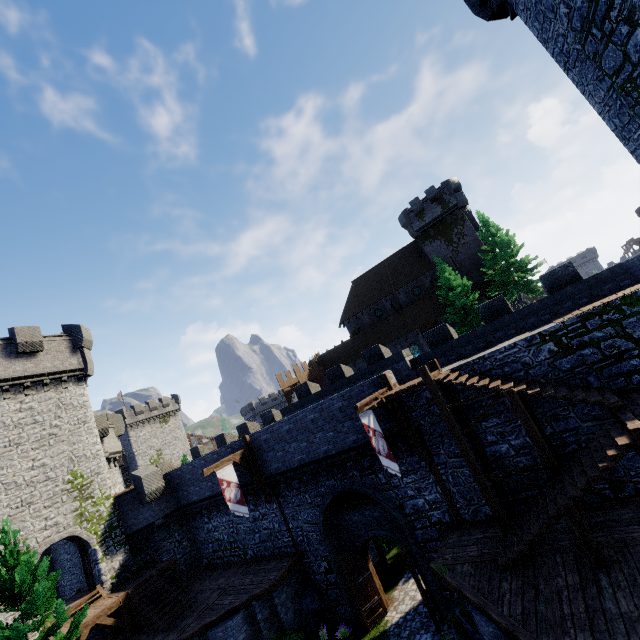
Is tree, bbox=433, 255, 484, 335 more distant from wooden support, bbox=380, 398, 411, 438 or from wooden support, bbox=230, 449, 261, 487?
wooden support, bbox=230, 449, 261, 487

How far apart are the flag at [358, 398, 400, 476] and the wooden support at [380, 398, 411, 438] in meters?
0.4 m

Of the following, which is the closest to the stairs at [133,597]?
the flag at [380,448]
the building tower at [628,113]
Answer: the flag at [380,448]

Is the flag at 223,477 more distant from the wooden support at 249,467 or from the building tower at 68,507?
the building tower at 68,507

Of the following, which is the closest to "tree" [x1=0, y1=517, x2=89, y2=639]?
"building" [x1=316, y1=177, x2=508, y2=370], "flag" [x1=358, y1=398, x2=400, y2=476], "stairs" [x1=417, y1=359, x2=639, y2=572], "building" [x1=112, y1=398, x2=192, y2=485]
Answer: "flag" [x1=358, y1=398, x2=400, y2=476]

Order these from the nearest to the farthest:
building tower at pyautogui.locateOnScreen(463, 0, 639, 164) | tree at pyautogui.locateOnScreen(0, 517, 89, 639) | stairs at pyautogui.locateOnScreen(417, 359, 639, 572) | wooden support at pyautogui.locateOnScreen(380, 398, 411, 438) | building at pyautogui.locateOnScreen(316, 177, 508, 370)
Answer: building tower at pyautogui.locateOnScreen(463, 0, 639, 164)
stairs at pyautogui.locateOnScreen(417, 359, 639, 572)
tree at pyautogui.locateOnScreen(0, 517, 89, 639)
wooden support at pyautogui.locateOnScreen(380, 398, 411, 438)
building at pyautogui.locateOnScreen(316, 177, 508, 370)

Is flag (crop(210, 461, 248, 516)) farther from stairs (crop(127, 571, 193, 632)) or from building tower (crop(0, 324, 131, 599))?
building tower (crop(0, 324, 131, 599))

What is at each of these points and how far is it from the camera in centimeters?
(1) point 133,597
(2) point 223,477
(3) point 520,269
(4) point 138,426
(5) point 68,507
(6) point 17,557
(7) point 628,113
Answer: (1) stairs, 1767cm
(2) flag, 1670cm
(3) tree, 2991cm
(4) building, 5525cm
(5) building tower, 1970cm
(6) tree, 1209cm
(7) building tower, 761cm
